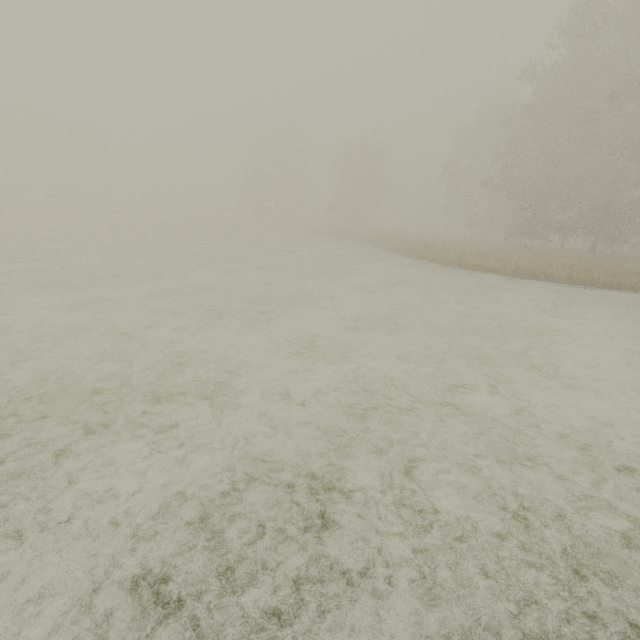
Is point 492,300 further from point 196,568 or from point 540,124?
point 540,124
